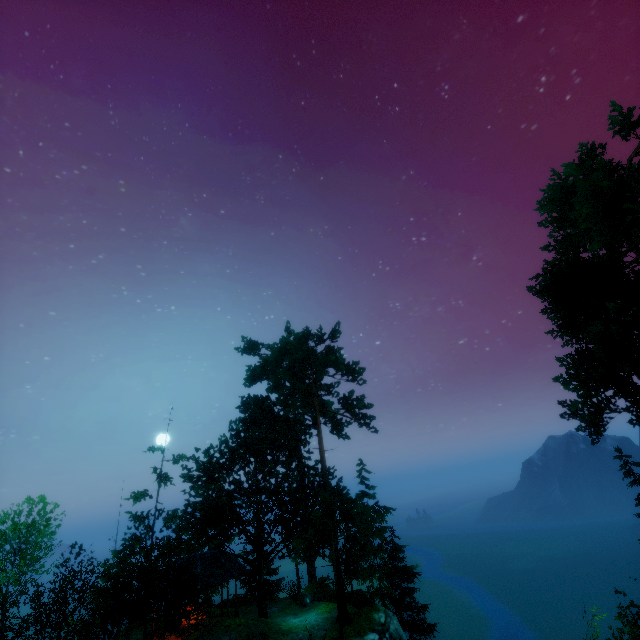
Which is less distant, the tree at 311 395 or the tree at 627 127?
the tree at 627 127

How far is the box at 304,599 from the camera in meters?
24.8

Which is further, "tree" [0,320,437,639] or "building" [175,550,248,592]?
"building" [175,550,248,592]

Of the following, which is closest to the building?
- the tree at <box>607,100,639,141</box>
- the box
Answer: the tree at <box>607,100,639,141</box>

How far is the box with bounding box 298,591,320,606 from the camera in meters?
24.8 m

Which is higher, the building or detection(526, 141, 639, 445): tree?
detection(526, 141, 639, 445): tree

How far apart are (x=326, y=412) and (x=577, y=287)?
25.7 meters
